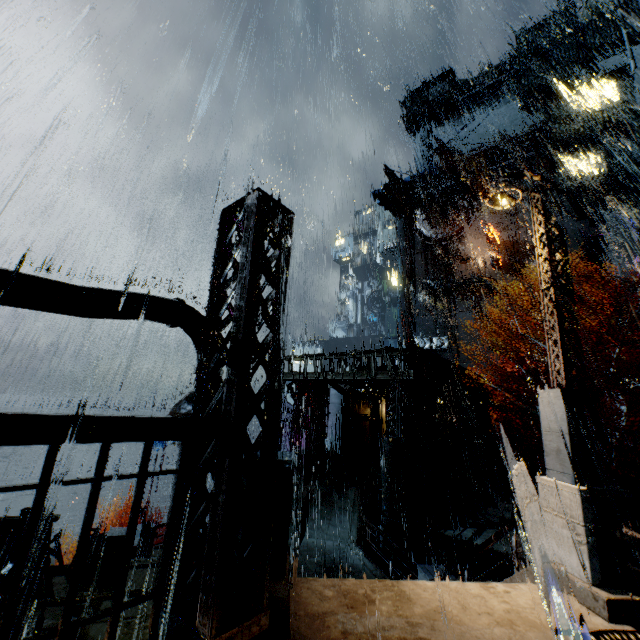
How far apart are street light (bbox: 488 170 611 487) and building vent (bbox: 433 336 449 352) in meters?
35.6 m

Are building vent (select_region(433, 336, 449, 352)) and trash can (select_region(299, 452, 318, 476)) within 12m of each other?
no

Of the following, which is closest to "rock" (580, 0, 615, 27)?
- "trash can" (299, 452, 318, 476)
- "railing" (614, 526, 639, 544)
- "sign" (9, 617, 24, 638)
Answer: "railing" (614, 526, 639, 544)

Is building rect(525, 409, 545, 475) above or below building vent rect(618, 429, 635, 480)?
above

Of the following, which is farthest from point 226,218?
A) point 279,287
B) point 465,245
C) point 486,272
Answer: point 465,245

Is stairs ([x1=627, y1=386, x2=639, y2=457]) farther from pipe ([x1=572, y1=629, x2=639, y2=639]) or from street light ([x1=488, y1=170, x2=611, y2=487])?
street light ([x1=488, y1=170, x2=611, y2=487])

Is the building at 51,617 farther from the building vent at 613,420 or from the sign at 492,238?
the building vent at 613,420

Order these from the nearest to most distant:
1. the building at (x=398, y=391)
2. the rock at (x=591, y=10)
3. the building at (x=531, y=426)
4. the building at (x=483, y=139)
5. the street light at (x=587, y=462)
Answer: the building at (x=398, y=391), the street light at (x=587, y=462), the building at (x=531, y=426), the building at (x=483, y=139), the rock at (x=591, y=10)
